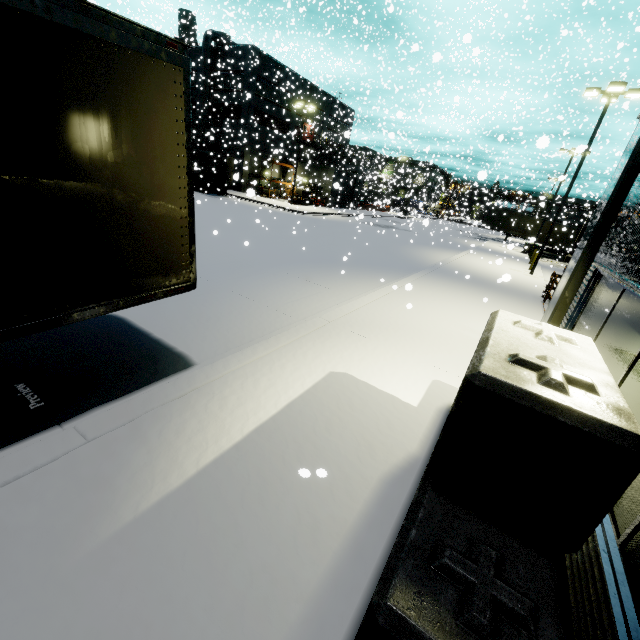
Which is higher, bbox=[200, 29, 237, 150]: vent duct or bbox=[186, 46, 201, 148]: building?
bbox=[200, 29, 237, 150]: vent duct

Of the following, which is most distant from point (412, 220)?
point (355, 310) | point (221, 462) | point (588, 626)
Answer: point (588, 626)

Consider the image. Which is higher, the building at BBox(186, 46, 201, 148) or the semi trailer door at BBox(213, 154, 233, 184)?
the building at BBox(186, 46, 201, 148)

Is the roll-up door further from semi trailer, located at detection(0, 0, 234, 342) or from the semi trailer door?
the semi trailer door

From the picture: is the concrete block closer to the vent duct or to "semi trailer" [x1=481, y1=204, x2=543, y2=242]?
"semi trailer" [x1=481, y1=204, x2=543, y2=242]

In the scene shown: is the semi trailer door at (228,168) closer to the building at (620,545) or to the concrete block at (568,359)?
the building at (620,545)

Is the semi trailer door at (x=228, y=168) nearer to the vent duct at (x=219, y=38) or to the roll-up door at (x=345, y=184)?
the vent duct at (x=219, y=38)
